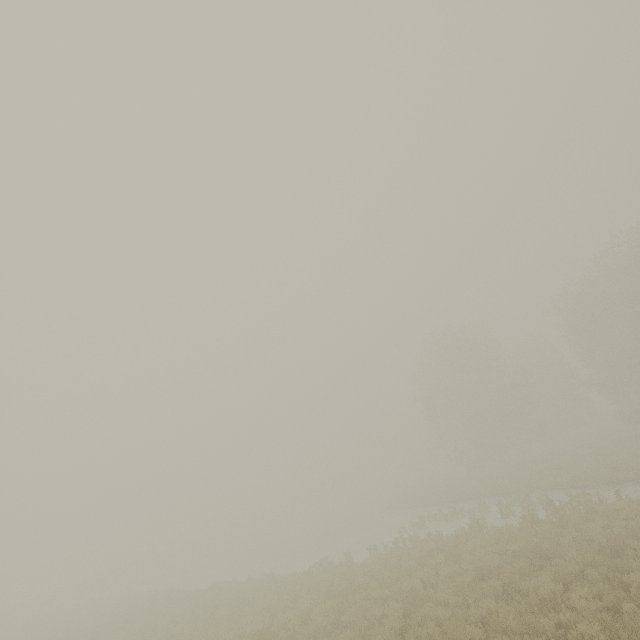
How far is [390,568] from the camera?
15.27m
